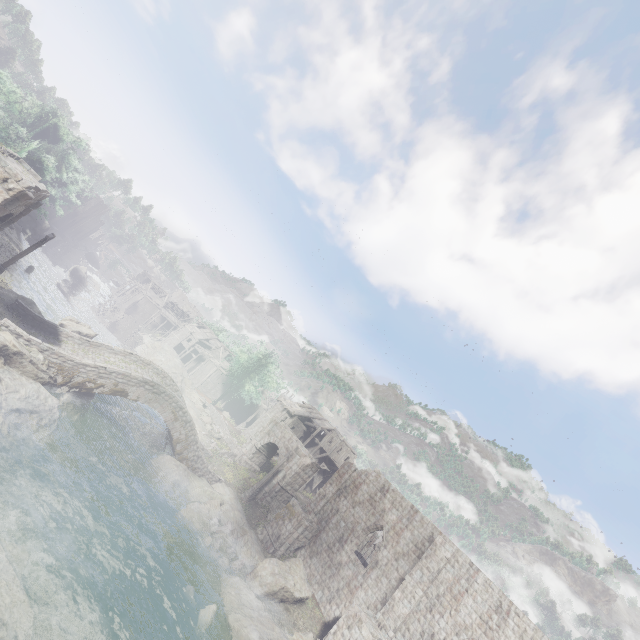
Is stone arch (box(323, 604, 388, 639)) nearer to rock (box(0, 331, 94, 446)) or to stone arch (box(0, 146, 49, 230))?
stone arch (box(0, 146, 49, 230))

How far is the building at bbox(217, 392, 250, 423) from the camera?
57.0m

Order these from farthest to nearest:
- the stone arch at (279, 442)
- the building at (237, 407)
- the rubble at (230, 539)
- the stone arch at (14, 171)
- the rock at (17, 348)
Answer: the building at (237, 407) → the stone arch at (279, 442) → the rubble at (230, 539) → the rock at (17, 348) → the stone arch at (14, 171)

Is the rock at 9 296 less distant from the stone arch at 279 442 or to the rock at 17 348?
the rock at 17 348

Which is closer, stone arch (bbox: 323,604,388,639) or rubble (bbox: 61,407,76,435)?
stone arch (bbox: 323,604,388,639)

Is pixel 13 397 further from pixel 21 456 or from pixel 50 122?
pixel 50 122

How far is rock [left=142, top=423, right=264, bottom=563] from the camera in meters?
22.6

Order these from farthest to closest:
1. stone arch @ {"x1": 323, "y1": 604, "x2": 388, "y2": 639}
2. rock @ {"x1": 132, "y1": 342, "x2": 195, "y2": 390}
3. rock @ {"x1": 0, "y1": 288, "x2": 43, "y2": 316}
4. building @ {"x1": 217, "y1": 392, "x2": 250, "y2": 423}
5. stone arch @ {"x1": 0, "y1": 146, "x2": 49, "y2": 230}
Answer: building @ {"x1": 217, "y1": 392, "x2": 250, "y2": 423} → rock @ {"x1": 132, "y1": 342, "x2": 195, "y2": 390} → rock @ {"x1": 0, "y1": 288, "x2": 43, "y2": 316} → stone arch @ {"x1": 323, "y1": 604, "x2": 388, "y2": 639} → stone arch @ {"x1": 0, "y1": 146, "x2": 49, "y2": 230}
